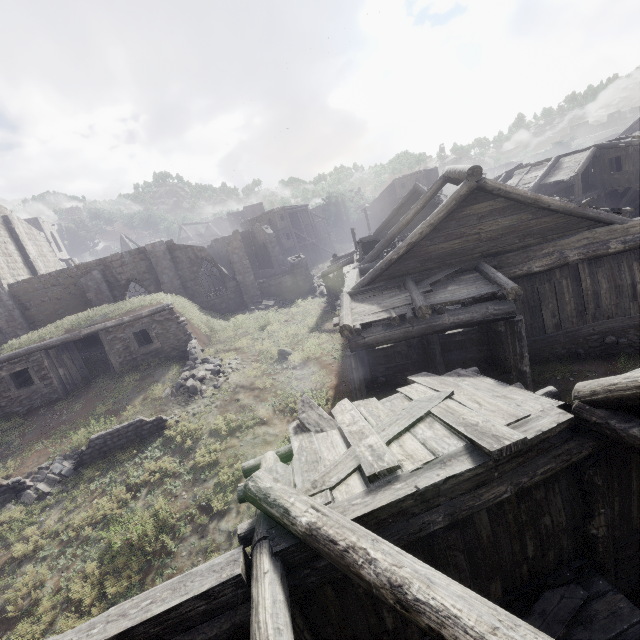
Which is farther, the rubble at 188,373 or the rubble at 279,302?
the rubble at 279,302

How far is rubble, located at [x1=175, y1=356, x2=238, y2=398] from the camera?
13.67m

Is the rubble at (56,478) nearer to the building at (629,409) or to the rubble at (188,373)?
the rubble at (188,373)

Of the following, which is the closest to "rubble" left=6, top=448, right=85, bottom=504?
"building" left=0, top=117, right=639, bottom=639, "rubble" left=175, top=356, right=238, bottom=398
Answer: "rubble" left=175, top=356, right=238, bottom=398

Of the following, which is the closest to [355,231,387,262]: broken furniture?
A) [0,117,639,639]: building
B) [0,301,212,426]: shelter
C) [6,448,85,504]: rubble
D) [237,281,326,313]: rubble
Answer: [0,117,639,639]: building

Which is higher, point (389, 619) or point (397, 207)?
point (397, 207)

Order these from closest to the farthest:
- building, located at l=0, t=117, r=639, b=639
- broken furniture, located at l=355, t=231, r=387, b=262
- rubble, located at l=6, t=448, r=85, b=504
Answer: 1. building, located at l=0, t=117, r=639, b=639
2. rubble, located at l=6, t=448, r=85, b=504
3. broken furniture, located at l=355, t=231, r=387, b=262

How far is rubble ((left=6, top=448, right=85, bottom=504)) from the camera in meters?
10.5
